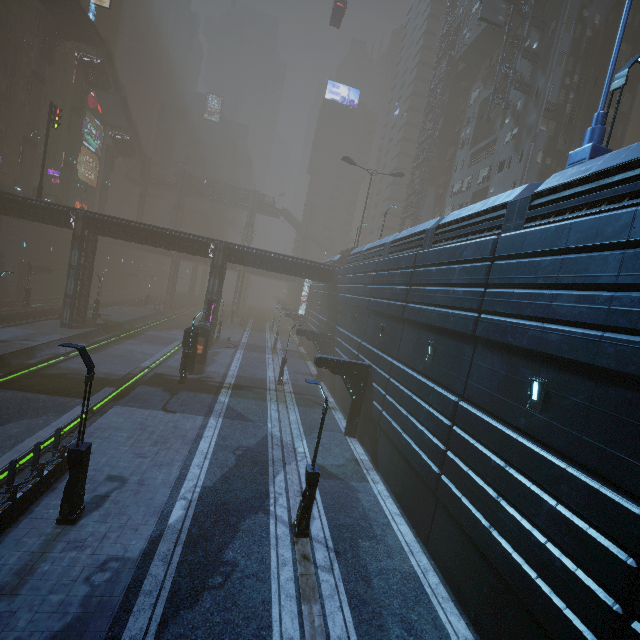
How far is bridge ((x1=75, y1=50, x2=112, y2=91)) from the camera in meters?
49.2

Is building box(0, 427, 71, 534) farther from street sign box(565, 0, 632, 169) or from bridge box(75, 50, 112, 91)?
bridge box(75, 50, 112, 91)

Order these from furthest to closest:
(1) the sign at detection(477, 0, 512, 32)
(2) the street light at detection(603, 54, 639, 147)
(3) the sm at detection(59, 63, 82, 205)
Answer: (3) the sm at detection(59, 63, 82, 205) → (1) the sign at detection(477, 0, 512, 32) → (2) the street light at detection(603, 54, 639, 147)

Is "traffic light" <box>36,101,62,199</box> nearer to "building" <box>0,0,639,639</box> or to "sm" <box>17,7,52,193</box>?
"building" <box>0,0,639,639</box>

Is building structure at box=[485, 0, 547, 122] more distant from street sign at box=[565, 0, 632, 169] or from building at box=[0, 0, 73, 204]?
street sign at box=[565, 0, 632, 169]

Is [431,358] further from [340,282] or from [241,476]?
[340,282]

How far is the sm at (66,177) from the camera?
53.5 meters

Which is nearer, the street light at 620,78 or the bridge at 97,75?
the street light at 620,78
